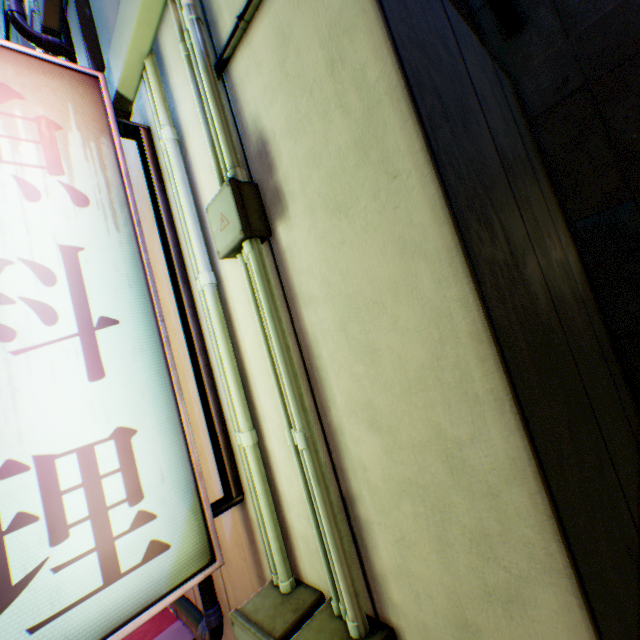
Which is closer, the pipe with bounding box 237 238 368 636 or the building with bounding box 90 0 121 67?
the pipe with bounding box 237 238 368 636

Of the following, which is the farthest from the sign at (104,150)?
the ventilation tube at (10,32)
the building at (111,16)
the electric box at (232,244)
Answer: the ventilation tube at (10,32)

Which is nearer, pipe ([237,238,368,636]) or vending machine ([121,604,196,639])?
pipe ([237,238,368,636])

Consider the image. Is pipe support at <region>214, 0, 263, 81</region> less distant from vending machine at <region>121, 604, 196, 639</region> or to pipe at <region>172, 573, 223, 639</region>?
pipe at <region>172, 573, 223, 639</region>

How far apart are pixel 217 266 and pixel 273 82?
1.1 meters

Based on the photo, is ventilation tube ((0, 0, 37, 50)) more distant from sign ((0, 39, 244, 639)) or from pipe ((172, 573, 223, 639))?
sign ((0, 39, 244, 639))

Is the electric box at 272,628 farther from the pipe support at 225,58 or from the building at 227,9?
the pipe support at 225,58

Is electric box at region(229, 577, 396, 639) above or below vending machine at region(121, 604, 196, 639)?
above
